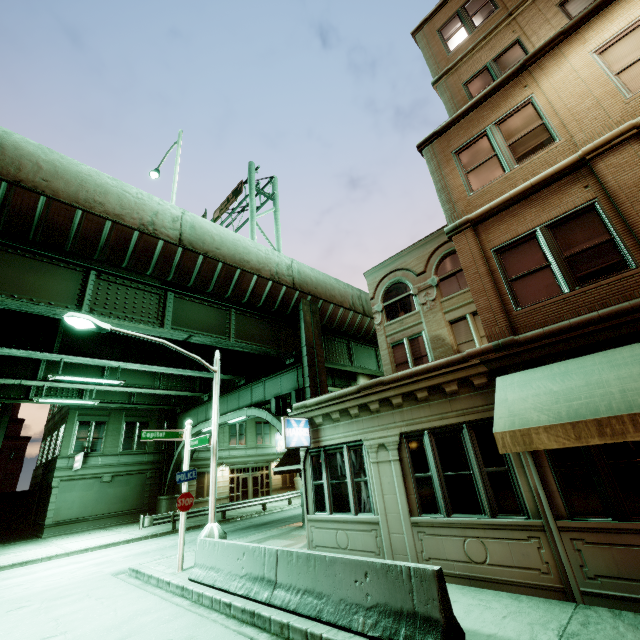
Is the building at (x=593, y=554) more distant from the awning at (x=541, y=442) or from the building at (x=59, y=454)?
the building at (x=59, y=454)

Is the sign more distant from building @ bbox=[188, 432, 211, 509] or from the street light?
building @ bbox=[188, 432, 211, 509]

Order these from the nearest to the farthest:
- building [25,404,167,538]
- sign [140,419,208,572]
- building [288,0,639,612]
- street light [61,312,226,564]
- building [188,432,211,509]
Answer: building [288,0,639,612] < street light [61,312,226,564] < sign [140,419,208,572] < building [25,404,167,538] < building [188,432,211,509]

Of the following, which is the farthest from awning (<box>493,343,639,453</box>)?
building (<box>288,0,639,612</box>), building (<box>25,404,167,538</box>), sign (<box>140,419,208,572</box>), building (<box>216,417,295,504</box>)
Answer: building (<box>216,417,295,504</box>)

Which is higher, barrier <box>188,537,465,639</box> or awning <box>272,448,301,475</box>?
awning <box>272,448,301,475</box>

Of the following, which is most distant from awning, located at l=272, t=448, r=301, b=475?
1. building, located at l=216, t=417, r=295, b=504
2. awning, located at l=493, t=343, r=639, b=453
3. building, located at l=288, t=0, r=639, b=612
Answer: building, located at l=216, t=417, r=295, b=504

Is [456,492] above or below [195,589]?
above

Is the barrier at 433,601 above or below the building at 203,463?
below
